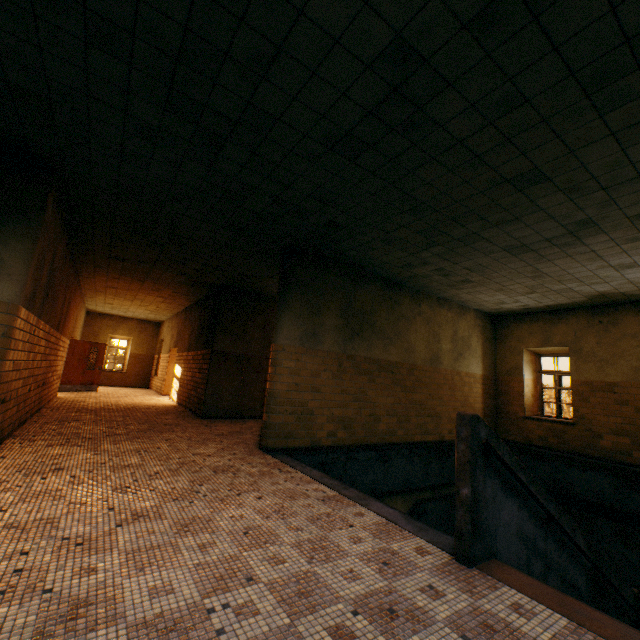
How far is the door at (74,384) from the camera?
13.0 meters

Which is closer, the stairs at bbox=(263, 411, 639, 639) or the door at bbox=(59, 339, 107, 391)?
the stairs at bbox=(263, 411, 639, 639)

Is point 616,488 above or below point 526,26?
below

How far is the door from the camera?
13.0 meters

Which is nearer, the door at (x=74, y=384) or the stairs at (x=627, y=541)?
the stairs at (x=627, y=541)
